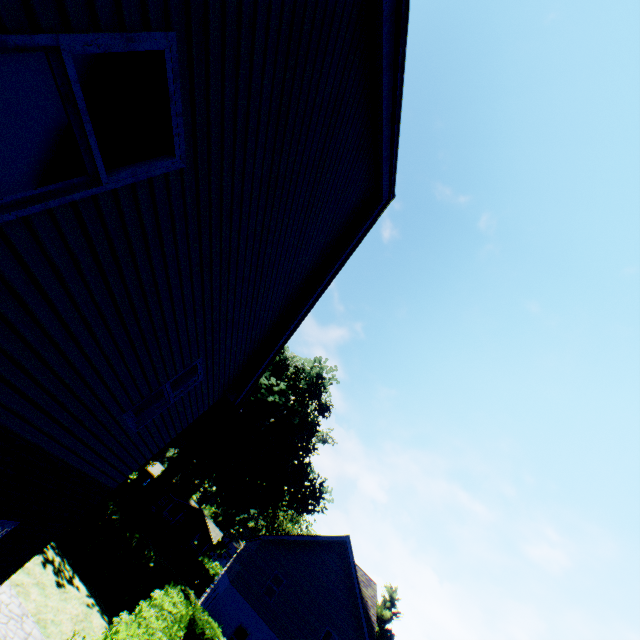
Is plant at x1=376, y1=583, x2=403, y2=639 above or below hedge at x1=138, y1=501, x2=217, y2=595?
above

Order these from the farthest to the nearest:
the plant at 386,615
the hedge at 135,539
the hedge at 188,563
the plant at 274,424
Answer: the plant at 386,615
the hedge at 188,563
the plant at 274,424
the hedge at 135,539

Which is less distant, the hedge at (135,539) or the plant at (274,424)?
the hedge at (135,539)

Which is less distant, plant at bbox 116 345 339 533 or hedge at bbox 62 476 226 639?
hedge at bbox 62 476 226 639

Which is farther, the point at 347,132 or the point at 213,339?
the point at 213,339

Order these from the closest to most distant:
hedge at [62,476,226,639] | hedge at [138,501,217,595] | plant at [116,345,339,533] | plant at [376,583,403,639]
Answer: hedge at [62,476,226,639] → plant at [116,345,339,533] → hedge at [138,501,217,595] → plant at [376,583,403,639]
